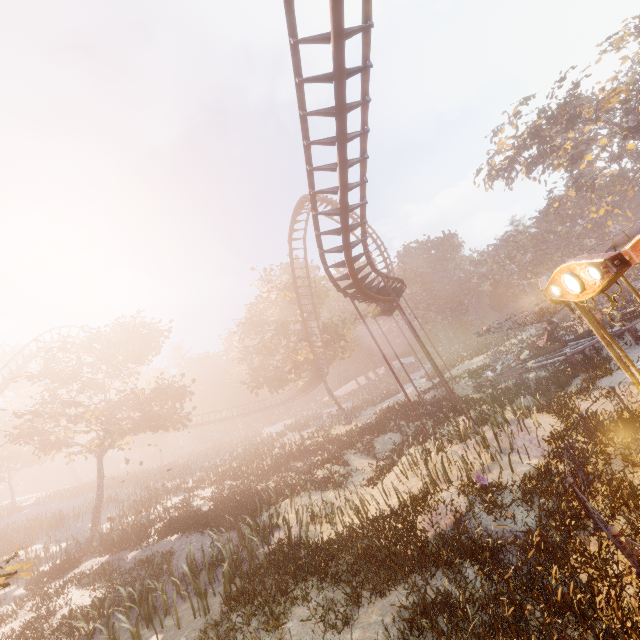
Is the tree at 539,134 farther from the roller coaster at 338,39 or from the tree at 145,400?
the tree at 145,400

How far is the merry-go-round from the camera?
18.8 meters

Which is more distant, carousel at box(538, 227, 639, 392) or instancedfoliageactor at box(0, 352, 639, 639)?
instancedfoliageactor at box(0, 352, 639, 639)

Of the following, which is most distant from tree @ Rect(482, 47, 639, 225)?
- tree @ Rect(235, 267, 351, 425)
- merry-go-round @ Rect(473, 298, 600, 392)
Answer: tree @ Rect(235, 267, 351, 425)

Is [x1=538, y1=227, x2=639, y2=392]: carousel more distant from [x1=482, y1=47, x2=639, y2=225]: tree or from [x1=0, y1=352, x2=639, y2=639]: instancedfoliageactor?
[x1=482, y1=47, x2=639, y2=225]: tree

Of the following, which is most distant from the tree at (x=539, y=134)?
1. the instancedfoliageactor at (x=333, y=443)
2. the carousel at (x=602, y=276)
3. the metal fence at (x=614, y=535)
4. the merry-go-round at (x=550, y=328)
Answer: the instancedfoliageactor at (x=333, y=443)

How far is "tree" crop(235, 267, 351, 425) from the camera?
34.66m

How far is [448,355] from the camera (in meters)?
58.97
